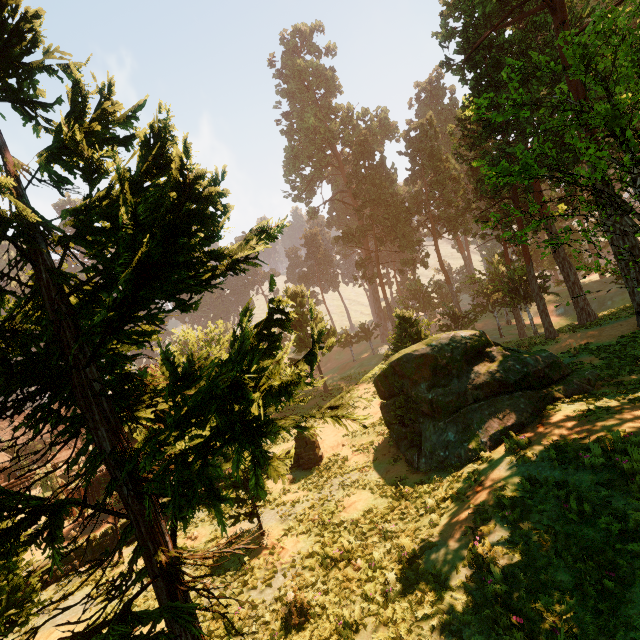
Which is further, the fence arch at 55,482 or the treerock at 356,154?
the fence arch at 55,482

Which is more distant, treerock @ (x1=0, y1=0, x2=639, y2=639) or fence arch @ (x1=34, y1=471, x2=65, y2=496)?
fence arch @ (x1=34, y1=471, x2=65, y2=496)

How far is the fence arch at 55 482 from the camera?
19.2 meters

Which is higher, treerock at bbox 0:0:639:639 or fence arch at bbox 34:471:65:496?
fence arch at bbox 34:471:65:496

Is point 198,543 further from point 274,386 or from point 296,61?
point 296,61

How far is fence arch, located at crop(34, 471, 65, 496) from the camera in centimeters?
1917cm
